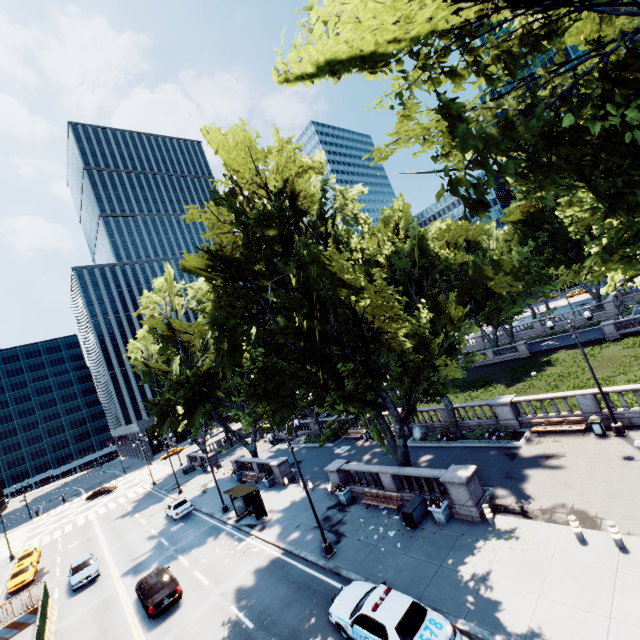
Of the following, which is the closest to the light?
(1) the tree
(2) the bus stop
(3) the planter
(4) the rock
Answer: (1) the tree

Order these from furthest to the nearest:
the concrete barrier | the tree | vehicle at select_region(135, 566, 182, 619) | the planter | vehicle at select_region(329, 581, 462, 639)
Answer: the concrete barrier
vehicle at select_region(135, 566, 182, 619)
the planter
vehicle at select_region(329, 581, 462, 639)
the tree

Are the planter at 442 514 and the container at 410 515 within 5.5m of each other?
yes

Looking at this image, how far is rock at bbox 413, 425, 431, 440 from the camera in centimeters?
2772cm

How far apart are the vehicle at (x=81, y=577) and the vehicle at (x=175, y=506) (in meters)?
6.16

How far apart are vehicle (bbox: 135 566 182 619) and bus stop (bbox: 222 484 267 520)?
5.4m

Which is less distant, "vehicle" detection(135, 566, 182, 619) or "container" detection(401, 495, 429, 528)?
"container" detection(401, 495, 429, 528)

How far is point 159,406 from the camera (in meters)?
47.28
